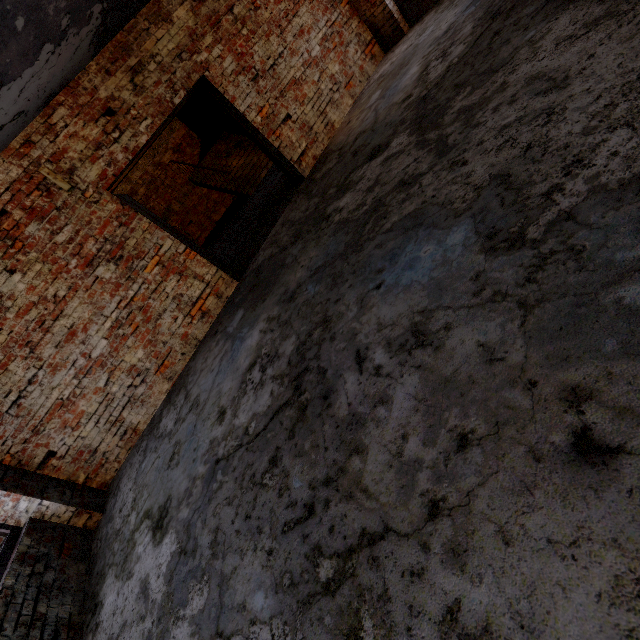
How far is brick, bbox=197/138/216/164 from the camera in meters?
12.7

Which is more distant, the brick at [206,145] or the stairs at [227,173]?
the brick at [206,145]

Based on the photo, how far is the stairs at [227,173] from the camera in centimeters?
1078cm

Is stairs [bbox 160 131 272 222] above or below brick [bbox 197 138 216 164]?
below

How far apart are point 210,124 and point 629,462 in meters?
14.7 m

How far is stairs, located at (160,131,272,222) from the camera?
10.78m

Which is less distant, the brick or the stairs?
the stairs
